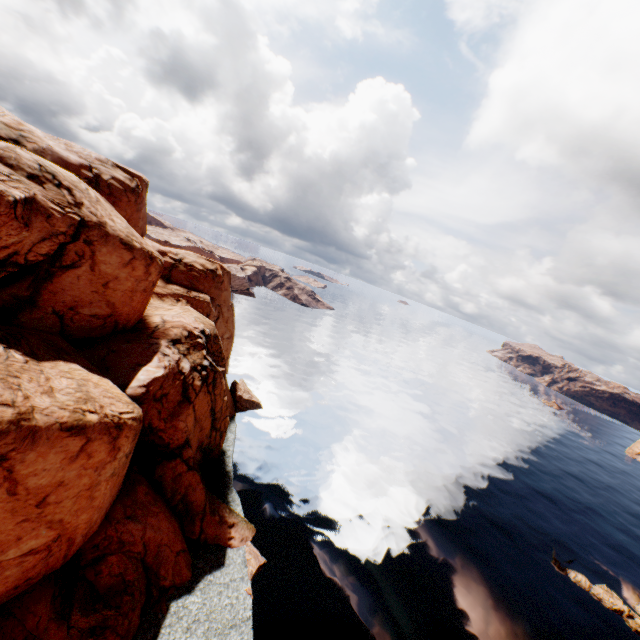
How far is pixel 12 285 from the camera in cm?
2188

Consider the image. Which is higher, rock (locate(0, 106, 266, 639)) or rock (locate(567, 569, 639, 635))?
rock (locate(0, 106, 266, 639))

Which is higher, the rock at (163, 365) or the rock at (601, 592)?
the rock at (163, 365)

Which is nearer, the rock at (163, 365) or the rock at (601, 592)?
the rock at (163, 365)

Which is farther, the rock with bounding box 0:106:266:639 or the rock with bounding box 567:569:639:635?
the rock with bounding box 567:569:639:635
